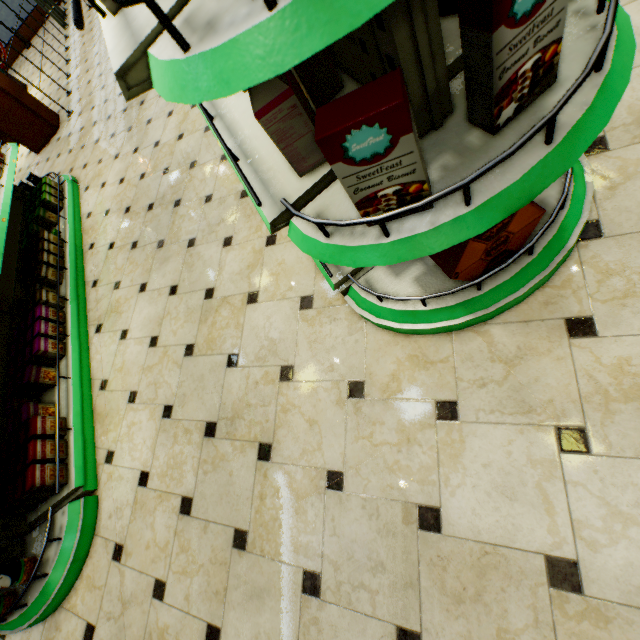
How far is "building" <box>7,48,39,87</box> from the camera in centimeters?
885cm

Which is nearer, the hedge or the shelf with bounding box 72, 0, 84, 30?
the shelf with bounding box 72, 0, 84, 30

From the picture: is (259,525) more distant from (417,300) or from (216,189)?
(216,189)

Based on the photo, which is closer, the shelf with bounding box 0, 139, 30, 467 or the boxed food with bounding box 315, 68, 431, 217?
the boxed food with bounding box 315, 68, 431, 217

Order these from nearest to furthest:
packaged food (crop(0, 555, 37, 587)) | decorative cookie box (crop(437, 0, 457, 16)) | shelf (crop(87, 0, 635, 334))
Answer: shelf (crop(87, 0, 635, 334)) < decorative cookie box (crop(437, 0, 457, 16)) < packaged food (crop(0, 555, 37, 587))

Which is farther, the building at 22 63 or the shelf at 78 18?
the building at 22 63

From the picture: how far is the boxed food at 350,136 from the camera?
0.7m

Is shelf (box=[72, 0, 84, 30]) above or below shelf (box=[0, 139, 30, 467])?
above
